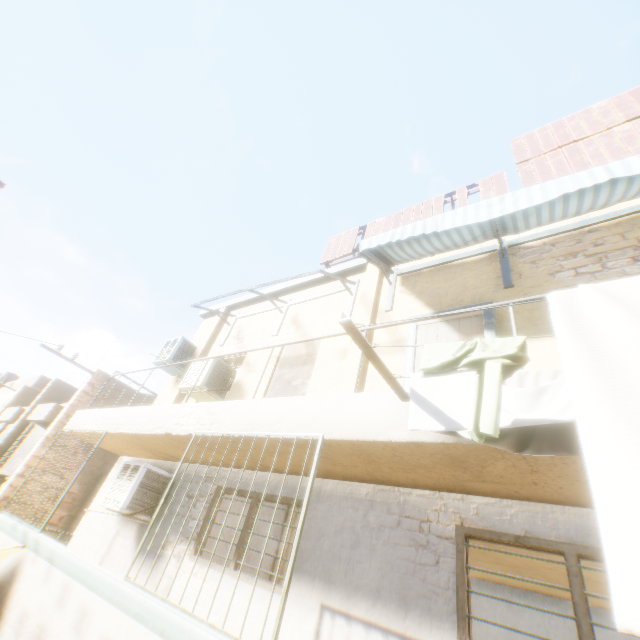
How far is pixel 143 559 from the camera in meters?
3.5

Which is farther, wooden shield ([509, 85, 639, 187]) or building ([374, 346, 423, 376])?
wooden shield ([509, 85, 639, 187])

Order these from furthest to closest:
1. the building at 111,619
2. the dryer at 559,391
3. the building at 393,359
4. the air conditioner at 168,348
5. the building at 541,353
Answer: the air conditioner at 168,348 → the building at 393,359 → the building at 541,353 → the building at 111,619 → the dryer at 559,391

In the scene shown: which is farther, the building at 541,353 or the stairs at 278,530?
the stairs at 278,530

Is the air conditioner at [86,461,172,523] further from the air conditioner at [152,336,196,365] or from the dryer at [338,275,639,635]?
the air conditioner at [152,336,196,365]

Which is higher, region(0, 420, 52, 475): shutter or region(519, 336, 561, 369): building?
region(519, 336, 561, 369): building

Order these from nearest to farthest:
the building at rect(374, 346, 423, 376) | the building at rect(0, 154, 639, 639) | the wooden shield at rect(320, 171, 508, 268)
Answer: the building at rect(0, 154, 639, 639), the building at rect(374, 346, 423, 376), the wooden shield at rect(320, 171, 508, 268)

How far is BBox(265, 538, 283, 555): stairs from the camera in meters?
6.1 m
